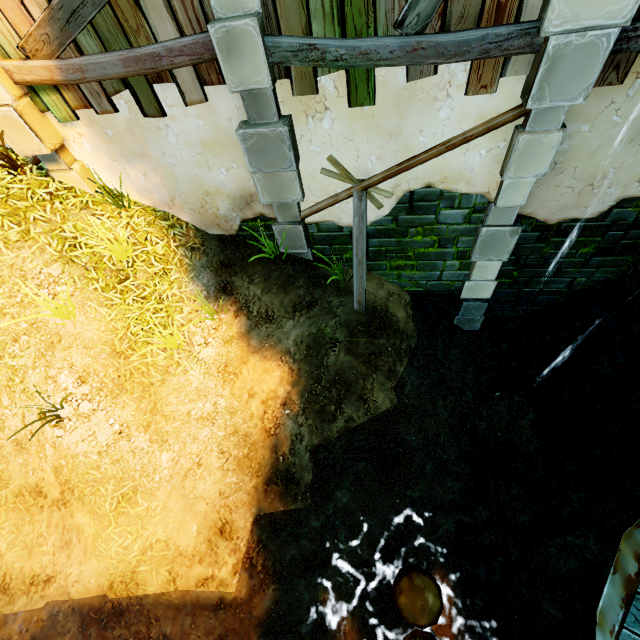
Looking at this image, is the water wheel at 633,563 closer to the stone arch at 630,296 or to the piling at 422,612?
the piling at 422,612

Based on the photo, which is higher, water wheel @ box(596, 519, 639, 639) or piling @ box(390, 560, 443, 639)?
water wheel @ box(596, 519, 639, 639)

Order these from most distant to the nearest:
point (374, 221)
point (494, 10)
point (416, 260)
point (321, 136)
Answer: point (416, 260), point (374, 221), point (321, 136), point (494, 10)

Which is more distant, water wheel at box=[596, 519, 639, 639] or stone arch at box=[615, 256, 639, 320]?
stone arch at box=[615, 256, 639, 320]

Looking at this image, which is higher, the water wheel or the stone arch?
the water wheel

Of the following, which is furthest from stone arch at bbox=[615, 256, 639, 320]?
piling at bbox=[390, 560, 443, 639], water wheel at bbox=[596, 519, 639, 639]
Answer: piling at bbox=[390, 560, 443, 639]
